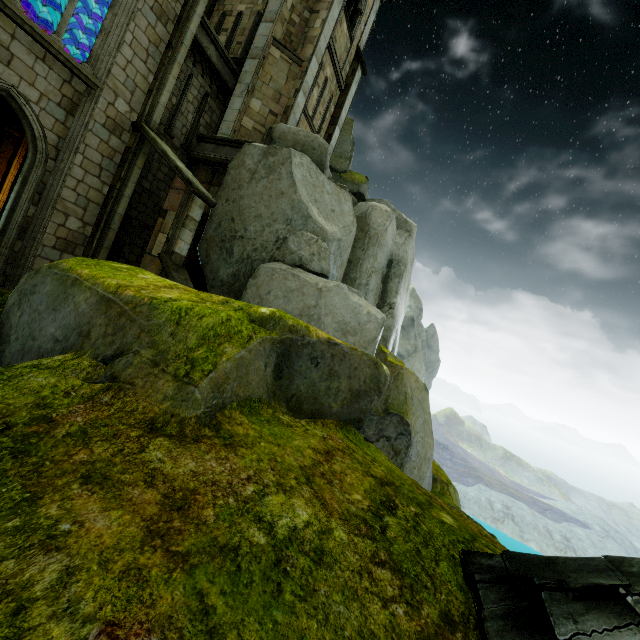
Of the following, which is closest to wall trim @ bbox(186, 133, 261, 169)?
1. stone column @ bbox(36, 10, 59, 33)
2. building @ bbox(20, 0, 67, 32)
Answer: building @ bbox(20, 0, 67, 32)

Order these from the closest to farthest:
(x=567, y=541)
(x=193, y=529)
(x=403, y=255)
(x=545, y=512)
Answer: (x=193, y=529) < (x=403, y=255) < (x=567, y=541) < (x=545, y=512)

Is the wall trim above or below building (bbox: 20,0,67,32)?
below

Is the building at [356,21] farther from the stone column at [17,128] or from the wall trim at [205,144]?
the stone column at [17,128]

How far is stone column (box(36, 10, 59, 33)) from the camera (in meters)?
12.00

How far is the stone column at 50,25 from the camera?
12.00m

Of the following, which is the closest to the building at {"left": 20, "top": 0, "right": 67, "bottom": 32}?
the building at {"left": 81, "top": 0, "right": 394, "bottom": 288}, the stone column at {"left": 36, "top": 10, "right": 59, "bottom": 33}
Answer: the stone column at {"left": 36, "top": 10, "right": 59, "bottom": 33}

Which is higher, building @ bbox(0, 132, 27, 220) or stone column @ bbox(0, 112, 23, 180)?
stone column @ bbox(0, 112, 23, 180)
